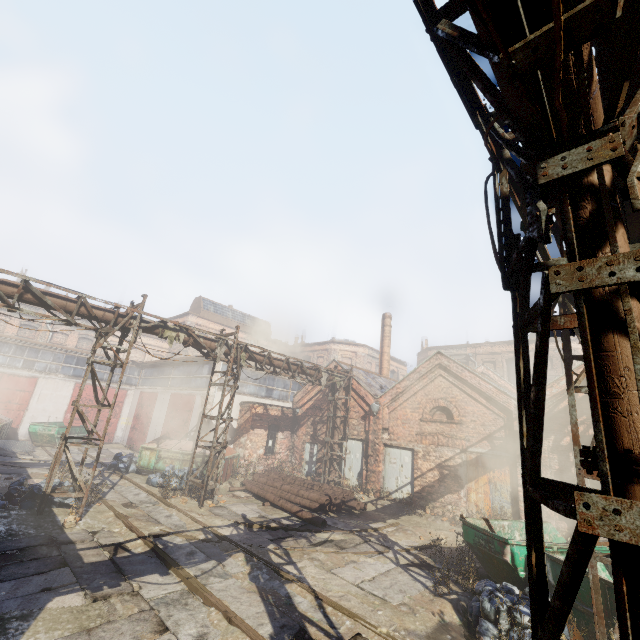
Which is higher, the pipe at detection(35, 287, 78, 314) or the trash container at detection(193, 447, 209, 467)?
the pipe at detection(35, 287, 78, 314)

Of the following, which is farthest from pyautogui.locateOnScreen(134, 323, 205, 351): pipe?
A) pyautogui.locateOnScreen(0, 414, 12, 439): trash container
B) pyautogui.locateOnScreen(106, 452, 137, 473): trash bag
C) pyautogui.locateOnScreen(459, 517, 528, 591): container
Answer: pyautogui.locateOnScreen(0, 414, 12, 439): trash container

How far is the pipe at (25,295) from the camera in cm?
923

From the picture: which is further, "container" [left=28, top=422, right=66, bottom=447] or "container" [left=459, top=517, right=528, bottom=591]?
"container" [left=28, top=422, right=66, bottom=447]

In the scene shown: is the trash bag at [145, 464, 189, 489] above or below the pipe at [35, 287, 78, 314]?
below

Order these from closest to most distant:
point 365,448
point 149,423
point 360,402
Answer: point 365,448, point 360,402, point 149,423

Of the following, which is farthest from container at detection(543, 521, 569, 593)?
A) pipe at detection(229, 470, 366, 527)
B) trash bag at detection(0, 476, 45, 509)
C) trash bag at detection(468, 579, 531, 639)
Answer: trash bag at detection(0, 476, 45, 509)

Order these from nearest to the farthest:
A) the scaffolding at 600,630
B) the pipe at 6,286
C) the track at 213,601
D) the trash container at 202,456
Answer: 1. the scaffolding at 600,630
2. the track at 213,601
3. the pipe at 6,286
4. the trash container at 202,456
